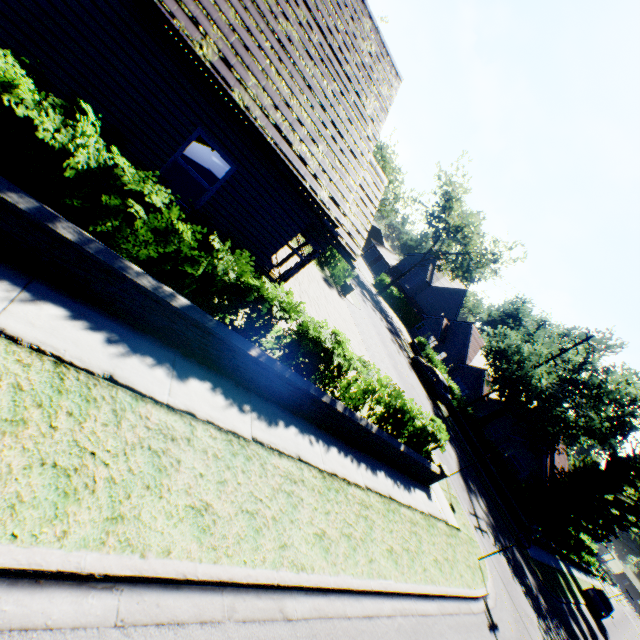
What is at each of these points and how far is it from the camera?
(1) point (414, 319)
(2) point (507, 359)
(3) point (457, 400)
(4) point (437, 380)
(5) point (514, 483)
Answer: (1) hedge, 52.3m
(2) tree, 28.9m
(3) hedge, 29.9m
(4) car, 27.2m
(5) hedge, 24.0m

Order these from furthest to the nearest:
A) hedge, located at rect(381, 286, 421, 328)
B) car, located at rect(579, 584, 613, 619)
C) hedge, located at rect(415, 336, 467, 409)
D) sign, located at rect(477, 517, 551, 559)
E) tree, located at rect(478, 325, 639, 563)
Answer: hedge, located at rect(381, 286, 421, 328) → hedge, located at rect(415, 336, 467, 409) → car, located at rect(579, 584, 613, 619) → tree, located at rect(478, 325, 639, 563) → sign, located at rect(477, 517, 551, 559)

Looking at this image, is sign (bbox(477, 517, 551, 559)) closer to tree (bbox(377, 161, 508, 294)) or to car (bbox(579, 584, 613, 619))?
tree (bbox(377, 161, 508, 294))

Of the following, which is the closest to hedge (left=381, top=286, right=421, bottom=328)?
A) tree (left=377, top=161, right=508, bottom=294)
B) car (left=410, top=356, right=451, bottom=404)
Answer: tree (left=377, top=161, right=508, bottom=294)

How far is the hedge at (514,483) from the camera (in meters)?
22.73

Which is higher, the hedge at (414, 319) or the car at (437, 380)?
the hedge at (414, 319)

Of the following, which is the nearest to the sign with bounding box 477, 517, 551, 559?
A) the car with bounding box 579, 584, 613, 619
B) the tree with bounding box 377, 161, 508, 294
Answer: the tree with bounding box 377, 161, 508, 294

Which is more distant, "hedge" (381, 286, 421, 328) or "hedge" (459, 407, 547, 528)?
"hedge" (381, 286, 421, 328)
